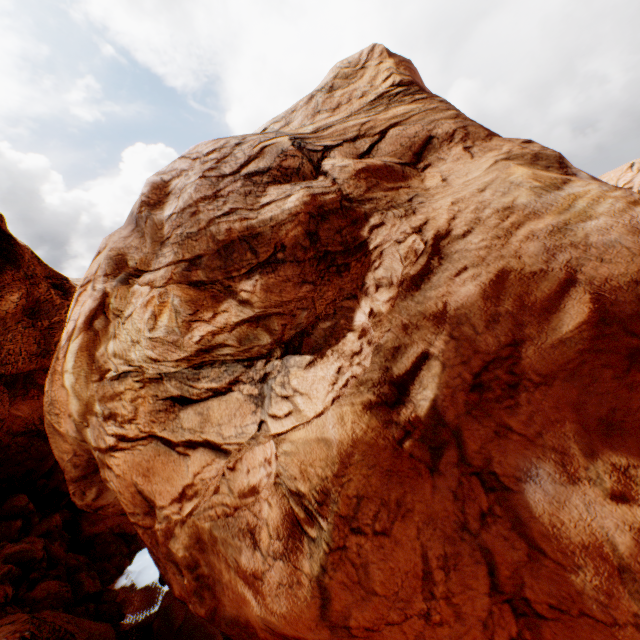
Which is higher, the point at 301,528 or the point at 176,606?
the point at 301,528
